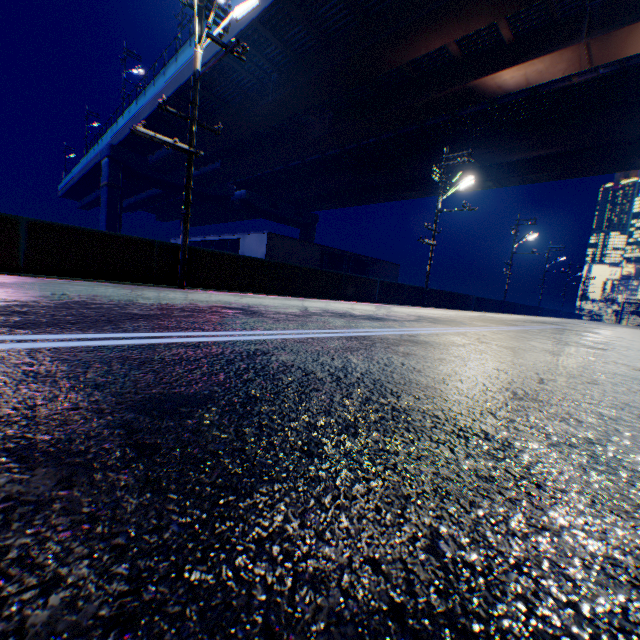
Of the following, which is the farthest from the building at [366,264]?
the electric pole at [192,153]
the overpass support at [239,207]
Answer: the electric pole at [192,153]

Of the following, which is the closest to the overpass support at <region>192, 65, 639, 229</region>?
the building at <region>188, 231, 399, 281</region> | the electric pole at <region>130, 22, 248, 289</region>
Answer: the electric pole at <region>130, 22, 248, 289</region>

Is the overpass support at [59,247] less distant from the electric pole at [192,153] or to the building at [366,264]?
the electric pole at [192,153]

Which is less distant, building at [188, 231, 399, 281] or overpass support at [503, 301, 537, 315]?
building at [188, 231, 399, 281]

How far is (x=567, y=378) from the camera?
2.7m

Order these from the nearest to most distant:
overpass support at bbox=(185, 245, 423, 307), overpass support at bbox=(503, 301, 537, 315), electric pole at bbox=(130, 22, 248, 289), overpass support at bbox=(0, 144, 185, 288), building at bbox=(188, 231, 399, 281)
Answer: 1. overpass support at bbox=(0, 144, 185, 288)
2. electric pole at bbox=(130, 22, 248, 289)
3. overpass support at bbox=(185, 245, 423, 307)
4. building at bbox=(188, 231, 399, 281)
5. overpass support at bbox=(503, 301, 537, 315)

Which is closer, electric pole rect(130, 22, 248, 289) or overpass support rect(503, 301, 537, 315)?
electric pole rect(130, 22, 248, 289)

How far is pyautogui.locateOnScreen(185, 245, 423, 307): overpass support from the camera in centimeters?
1040cm
